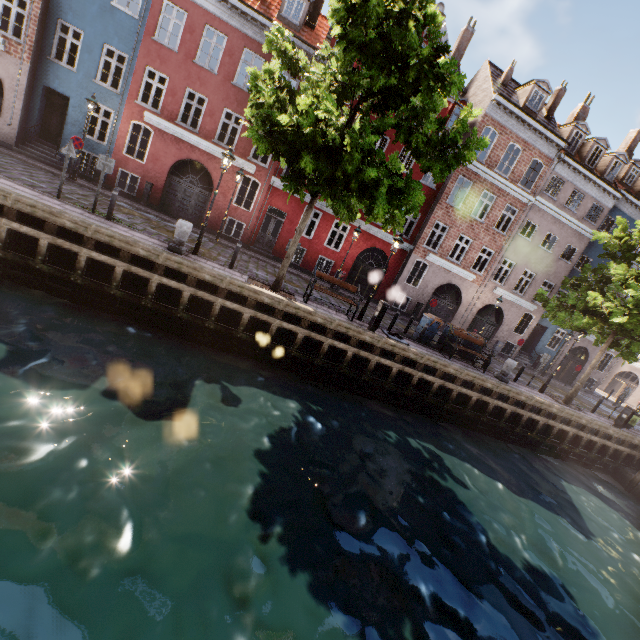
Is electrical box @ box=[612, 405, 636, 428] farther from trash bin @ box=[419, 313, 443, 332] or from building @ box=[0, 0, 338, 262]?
trash bin @ box=[419, 313, 443, 332]

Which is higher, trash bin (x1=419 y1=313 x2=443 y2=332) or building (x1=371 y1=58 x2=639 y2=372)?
building (x1=371 y1=58 x2=639 y2=372)

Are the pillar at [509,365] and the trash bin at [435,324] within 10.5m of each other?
yes

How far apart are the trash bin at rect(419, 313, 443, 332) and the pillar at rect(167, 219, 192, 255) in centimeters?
1079cm

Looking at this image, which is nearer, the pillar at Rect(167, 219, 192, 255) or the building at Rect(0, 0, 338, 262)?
the pillar at Rect(167, 219, 192, 255)

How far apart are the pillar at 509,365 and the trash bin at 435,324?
3.3 meters

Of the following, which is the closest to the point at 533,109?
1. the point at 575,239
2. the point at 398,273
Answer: the point at 575,239

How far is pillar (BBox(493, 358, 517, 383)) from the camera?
14.7 meters
